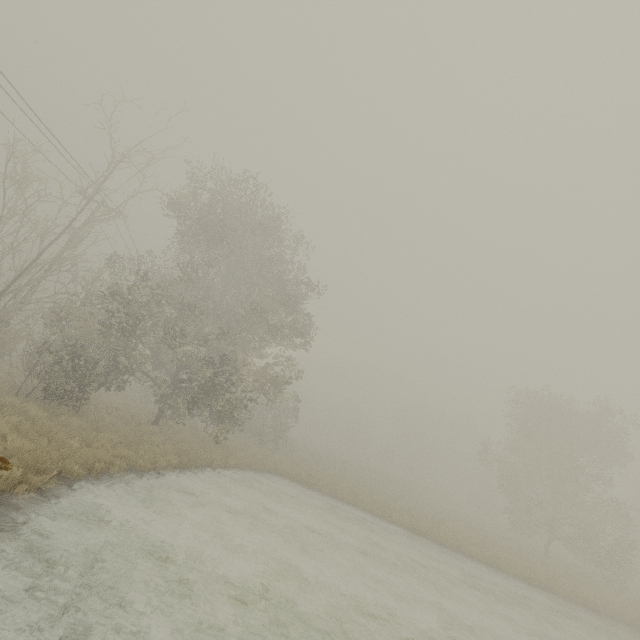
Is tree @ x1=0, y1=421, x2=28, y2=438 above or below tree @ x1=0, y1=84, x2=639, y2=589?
below

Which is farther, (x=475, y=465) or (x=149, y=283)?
(x=475, y=465)

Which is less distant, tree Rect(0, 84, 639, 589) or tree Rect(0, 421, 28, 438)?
tree Rect(0, 421, 28, 438)

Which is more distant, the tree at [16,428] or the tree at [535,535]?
the tree at [535,535]

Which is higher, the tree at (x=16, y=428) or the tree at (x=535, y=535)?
the tree at (x=535, y=535)
